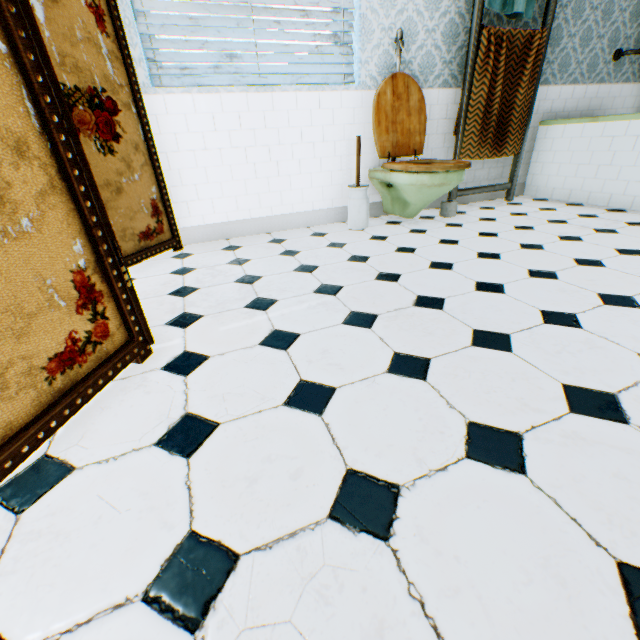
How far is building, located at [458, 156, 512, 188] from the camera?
3.8m

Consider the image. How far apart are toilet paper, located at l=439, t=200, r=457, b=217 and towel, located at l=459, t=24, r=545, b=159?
0.5 meters

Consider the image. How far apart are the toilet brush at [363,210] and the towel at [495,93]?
1.2m

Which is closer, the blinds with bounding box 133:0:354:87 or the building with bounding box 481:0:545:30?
the blinds with bounding box 133:0:354:87

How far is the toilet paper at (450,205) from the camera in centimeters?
331cm

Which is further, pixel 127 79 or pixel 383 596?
pixel 127 79

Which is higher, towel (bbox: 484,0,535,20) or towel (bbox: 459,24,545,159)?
towel (bbox: 484,0,535,20)

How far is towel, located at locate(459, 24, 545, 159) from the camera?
3.0m
